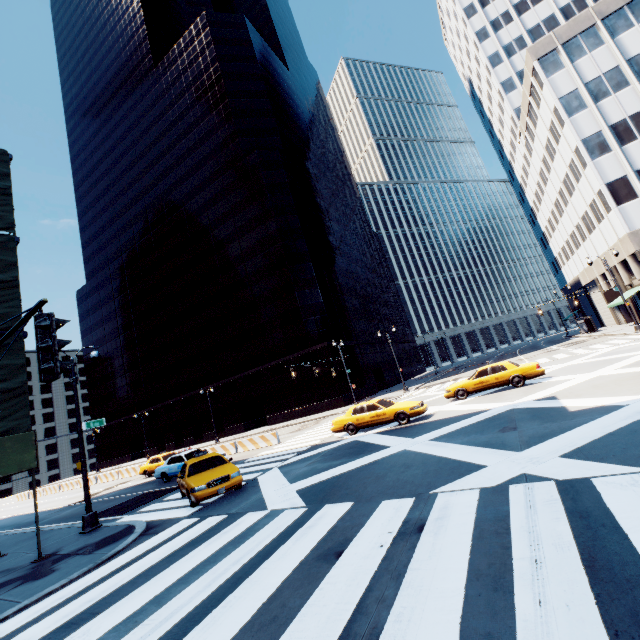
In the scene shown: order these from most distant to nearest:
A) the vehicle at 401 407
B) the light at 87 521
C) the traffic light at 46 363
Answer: the vehicle at 401 407
the light at 87 521
the traffic light at 46 363

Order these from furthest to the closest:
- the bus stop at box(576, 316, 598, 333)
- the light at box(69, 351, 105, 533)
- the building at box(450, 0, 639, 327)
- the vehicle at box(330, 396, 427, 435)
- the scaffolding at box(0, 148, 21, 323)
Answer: the bus stop at box(576, 316, 598, 333) → the building at box(450, 0, 639, 327) → the vehicle at box(330, 396, 427, 435) → the light at box(69, 351, 105, 533) → the scaffolding at box(0, 148, 21, 323)

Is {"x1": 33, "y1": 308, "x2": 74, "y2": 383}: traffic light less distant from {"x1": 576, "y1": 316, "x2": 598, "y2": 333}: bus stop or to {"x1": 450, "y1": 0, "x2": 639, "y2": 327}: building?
{"x1": 450, "y1": 0, "x2": 639, "y2": 327}: building

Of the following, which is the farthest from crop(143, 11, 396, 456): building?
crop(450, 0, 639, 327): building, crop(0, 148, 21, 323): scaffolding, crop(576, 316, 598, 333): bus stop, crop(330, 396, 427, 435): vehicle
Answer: crop(0, 148, 21, 323): scaffolding

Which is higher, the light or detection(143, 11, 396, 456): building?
detection(143, 11, 396, 456): building

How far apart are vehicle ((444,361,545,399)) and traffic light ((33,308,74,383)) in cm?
1844

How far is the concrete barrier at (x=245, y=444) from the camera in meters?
23.3

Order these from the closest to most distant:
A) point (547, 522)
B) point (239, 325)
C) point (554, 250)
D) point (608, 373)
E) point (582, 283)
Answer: point (547, 522), point (608, 373), point (239, 325), point (582, 283), point (554, 250)
